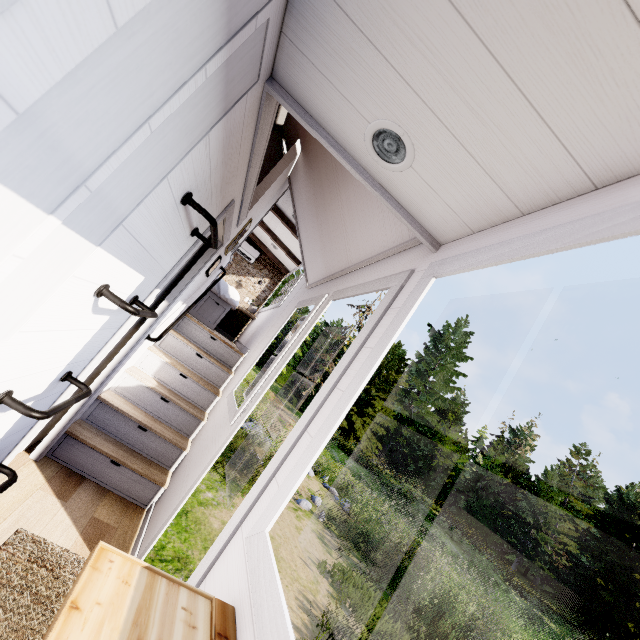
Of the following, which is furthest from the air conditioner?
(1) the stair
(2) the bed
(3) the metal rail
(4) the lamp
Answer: (4) the lamp

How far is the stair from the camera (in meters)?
2.80

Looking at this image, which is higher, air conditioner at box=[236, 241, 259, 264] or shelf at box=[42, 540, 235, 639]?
air conditioner at box=[236, 241, 259, 264]

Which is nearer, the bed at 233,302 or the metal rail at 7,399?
the metal rail at 7,399

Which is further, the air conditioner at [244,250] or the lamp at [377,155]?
the air conditioner at [244,250]

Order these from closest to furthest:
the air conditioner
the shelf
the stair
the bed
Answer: the shelf → the stair → the bed → the air conditioner

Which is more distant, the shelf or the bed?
the bed

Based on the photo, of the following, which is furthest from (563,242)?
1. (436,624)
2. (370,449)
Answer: (370,449)
